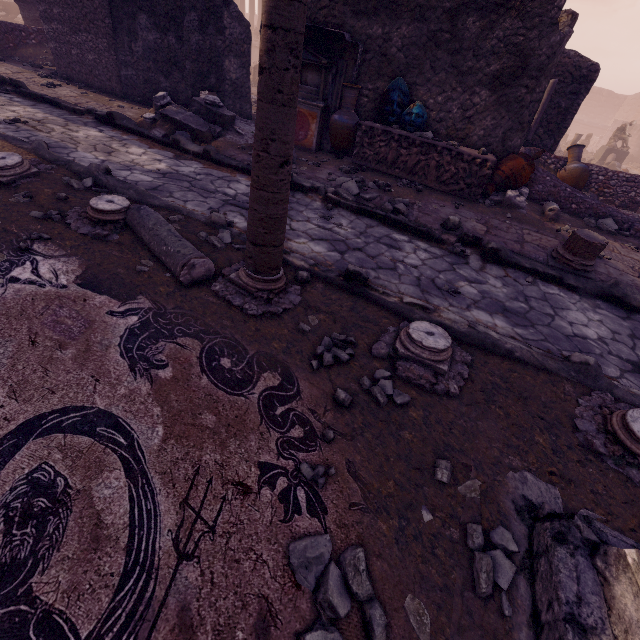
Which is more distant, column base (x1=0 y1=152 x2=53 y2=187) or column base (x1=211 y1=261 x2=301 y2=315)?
column base (x1=0 y1=152 x2=53 y2=187)

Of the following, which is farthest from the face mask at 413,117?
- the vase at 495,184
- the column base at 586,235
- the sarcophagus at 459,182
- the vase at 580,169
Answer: the vase at 580,169

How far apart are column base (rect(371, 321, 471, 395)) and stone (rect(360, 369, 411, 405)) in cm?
14

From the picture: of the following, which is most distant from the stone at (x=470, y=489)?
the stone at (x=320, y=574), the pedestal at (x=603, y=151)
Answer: the pedestal at (x=603, y=151)

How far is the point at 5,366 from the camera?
1.89m

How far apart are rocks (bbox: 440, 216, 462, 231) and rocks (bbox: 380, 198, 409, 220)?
0.58m

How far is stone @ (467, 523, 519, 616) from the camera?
1.5 meters

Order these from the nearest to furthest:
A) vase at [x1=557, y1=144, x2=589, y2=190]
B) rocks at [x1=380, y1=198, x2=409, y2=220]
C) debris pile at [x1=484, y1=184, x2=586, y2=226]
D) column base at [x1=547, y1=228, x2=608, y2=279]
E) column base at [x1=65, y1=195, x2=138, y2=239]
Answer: column base at [x1=65, y1=195, x2=138, y2=239] → column base at [x1=547, y1=228, x2=608, y2=279] → rocks at [x1=380, y1=198, x2=409, y2=220] → debris pile at [x1=484, y1=184, x2=586, y2=226] → vase at [x1=557, y1=144, x2=589, y2=190]
